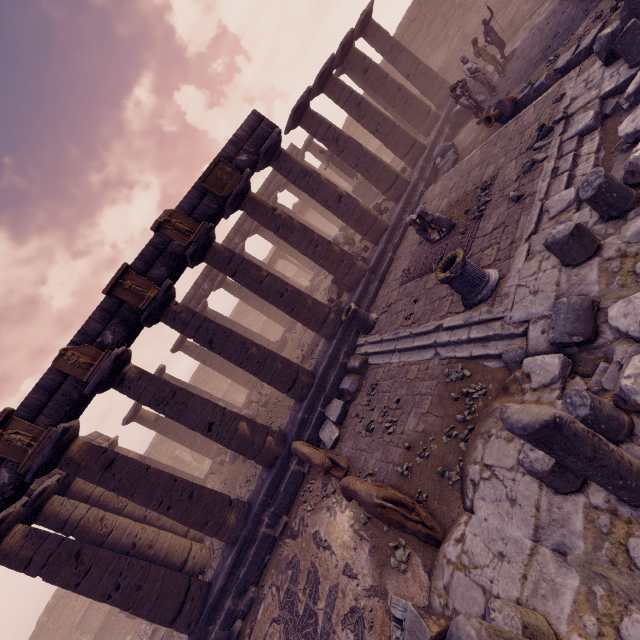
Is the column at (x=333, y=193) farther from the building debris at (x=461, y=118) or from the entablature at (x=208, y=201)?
the entablature at (x=208, y=201)

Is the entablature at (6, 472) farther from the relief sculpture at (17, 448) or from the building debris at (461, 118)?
the building debris at (461, 118)

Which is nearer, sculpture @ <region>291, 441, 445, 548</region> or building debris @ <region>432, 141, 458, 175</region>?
sculpture @ <region>291, 441, 445, 548</region>

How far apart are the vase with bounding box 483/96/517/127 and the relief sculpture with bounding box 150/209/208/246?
9.12m

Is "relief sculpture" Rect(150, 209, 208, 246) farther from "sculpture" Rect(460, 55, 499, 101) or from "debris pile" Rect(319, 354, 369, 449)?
"sculpture" Rect(460, 55, 499, 101)

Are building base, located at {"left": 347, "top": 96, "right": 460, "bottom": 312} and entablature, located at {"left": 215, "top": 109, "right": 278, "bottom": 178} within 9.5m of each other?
yes

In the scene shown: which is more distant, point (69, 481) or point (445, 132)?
point (445, 132)

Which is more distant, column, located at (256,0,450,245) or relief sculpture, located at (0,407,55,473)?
column, located at (256,0,450,245)
